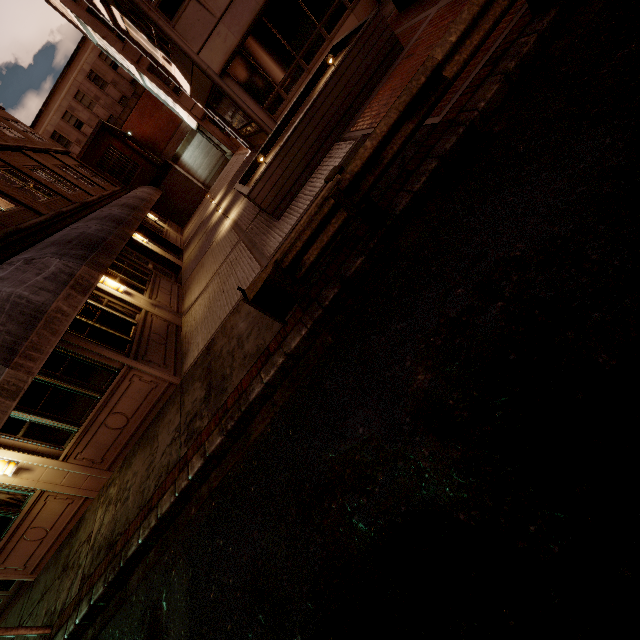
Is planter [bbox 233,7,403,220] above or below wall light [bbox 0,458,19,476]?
below

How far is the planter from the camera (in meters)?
7.34

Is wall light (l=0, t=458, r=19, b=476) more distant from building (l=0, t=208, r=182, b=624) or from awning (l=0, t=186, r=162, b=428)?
awning (l=0, t=186, r=162, b=428)

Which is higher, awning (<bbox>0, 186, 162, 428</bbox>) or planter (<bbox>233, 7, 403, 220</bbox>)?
awning (<bbox>0, 186, 162, 428</bbox>)

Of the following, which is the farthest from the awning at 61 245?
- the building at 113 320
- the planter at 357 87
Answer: the planter at 357 87

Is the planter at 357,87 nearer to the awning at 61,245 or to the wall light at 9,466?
the awning at 61,245

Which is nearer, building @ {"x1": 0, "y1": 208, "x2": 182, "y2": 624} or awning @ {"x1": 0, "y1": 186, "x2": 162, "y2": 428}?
awning @ {"x1": 0, "y1": 186, "x2": 162, "y2": 428}

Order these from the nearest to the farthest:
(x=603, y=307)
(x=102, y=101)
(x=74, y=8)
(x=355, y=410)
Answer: (x=603, y=307) < (x=355, y=410) < (x=74, y=8) < (x=102, y=101)
